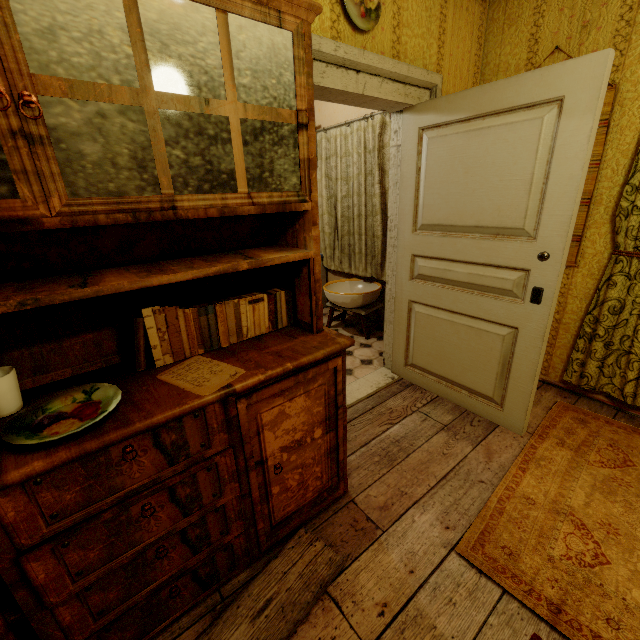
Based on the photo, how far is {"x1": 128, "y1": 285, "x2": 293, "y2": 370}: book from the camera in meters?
1.3 m

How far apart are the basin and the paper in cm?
235

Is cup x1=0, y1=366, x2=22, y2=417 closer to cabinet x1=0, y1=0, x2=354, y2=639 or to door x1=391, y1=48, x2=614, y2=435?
cabinet x1=0, y1=0, x2=354, y2=639

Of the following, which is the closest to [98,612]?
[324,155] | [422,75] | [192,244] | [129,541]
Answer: [129,541]

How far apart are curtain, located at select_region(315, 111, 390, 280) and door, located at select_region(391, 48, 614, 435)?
1.04m

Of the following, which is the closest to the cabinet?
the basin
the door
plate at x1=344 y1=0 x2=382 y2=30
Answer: plate at x1=344 y1=0 x2=382 y2=30

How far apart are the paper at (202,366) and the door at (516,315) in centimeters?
169cm

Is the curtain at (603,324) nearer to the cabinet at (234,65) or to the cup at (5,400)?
the cabinet at (234,65)
